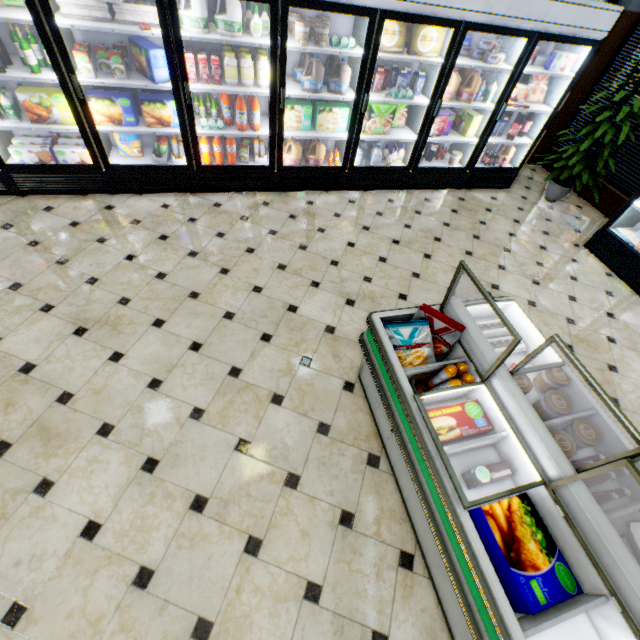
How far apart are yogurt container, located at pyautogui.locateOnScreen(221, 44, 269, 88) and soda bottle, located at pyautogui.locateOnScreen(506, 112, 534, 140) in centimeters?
369cm

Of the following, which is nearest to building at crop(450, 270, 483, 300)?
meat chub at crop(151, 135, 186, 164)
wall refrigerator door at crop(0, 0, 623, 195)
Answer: wall refrigerator door at crop(0, 0, 623, 195)

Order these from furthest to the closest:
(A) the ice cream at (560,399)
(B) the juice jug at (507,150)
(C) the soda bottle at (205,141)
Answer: (B) the juice jug at (507,150)
(C) the soda bottle at (205,141)
(A) the ice cream at (560,399)

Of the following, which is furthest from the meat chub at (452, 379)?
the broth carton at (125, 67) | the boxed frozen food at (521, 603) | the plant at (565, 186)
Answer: the plant at (565, 186)

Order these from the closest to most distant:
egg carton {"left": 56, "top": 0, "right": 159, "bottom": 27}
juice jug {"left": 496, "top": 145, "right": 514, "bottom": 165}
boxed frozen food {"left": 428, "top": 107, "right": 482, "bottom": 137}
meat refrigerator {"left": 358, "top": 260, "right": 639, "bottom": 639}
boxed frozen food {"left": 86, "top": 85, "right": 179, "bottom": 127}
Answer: meat refrigerator {"left": 358, "top": 260, "right": 639, "bottom": 639}
egg carton {"left": 56, "top": 0, "right": 159, "bottom": 27}
boxed frozen food {"left": 86, "top": 85, "right": 179, "bottom": 127}
boxed frozen food {"left": 428, "top": 107, "right": 482, "bottom": 137}
juice jug {"left": 496, "top": 145, "right": 514, "bottom": 165}

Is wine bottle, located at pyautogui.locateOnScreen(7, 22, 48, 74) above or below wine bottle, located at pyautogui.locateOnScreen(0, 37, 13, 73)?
above

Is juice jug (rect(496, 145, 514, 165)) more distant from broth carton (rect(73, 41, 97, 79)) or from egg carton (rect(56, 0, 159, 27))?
broth carton (rect(73, 41, 97, 79))

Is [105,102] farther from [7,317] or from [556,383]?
[556,383]
